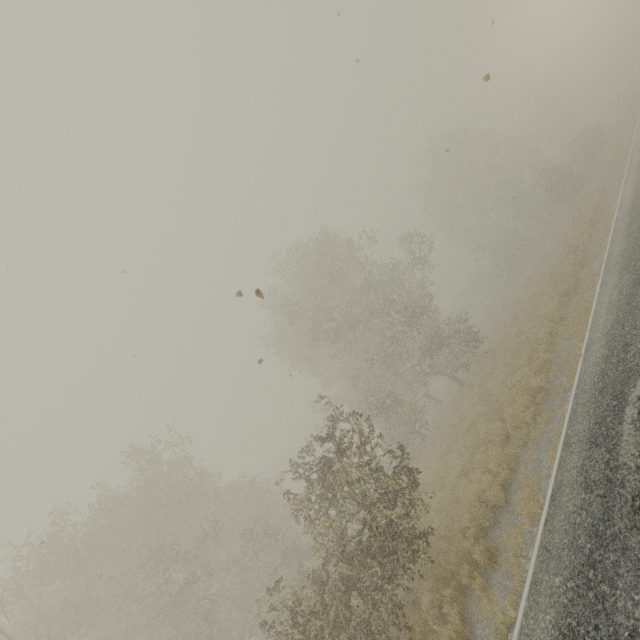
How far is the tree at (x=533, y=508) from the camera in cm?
647

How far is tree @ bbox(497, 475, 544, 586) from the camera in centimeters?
647cm

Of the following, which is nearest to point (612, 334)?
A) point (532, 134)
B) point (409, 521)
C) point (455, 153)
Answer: point (409, 521)
